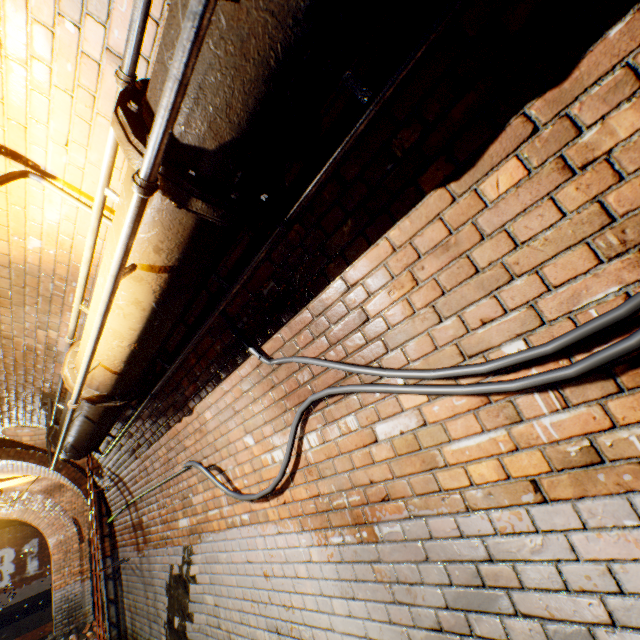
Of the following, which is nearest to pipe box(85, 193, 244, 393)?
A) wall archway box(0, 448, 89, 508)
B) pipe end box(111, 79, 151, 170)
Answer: pipe end box(111, 79, 151, 170)

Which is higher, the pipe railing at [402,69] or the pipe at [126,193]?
the pipe at [126,193]

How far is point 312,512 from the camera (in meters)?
2.06

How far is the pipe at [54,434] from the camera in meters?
2.7

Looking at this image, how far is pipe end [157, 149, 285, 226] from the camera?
0.97m

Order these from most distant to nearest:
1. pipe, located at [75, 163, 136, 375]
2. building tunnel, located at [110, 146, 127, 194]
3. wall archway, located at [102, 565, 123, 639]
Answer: wall archway, located at [102, 565, 123, 639] → building tunnel, located at [110, 146, 127, 194] → pipe, located at [75, 163, 136, 375]

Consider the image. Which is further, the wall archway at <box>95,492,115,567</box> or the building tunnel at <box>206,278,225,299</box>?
the wall archway at <box>95,492,115,567</box>

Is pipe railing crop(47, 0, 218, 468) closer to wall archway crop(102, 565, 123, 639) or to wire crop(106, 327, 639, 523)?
wire crop(106, 327, 639, 523)
